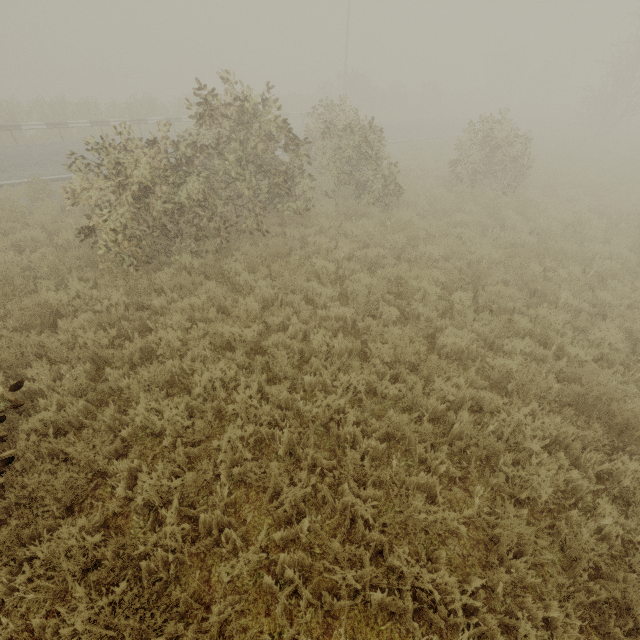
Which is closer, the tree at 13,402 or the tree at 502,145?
the tree at 13,402

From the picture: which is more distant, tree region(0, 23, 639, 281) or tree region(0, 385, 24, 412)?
tree region(0, 23, 639, 281)

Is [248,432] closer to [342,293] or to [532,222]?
[342,293]
